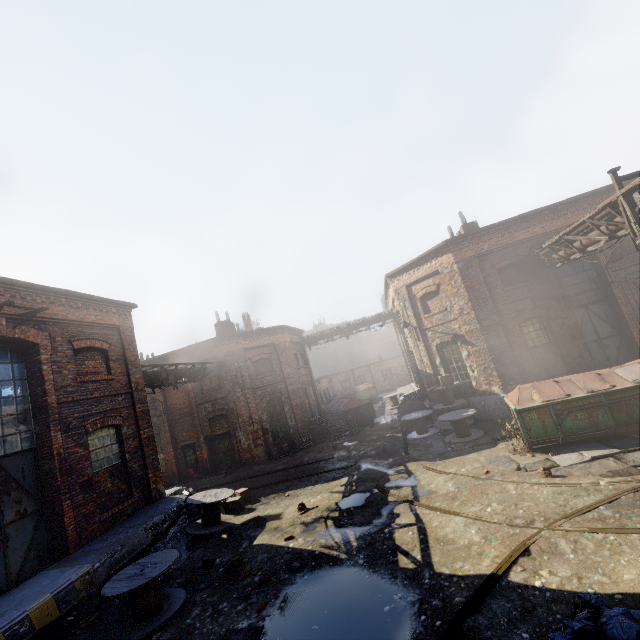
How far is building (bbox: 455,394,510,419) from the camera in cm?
1421

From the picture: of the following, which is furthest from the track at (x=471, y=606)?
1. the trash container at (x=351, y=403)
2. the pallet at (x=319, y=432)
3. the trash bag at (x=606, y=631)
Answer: the trash container at (x=351, y=403)

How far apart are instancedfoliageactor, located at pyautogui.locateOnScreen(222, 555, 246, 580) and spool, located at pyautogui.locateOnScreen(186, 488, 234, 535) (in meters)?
2.18

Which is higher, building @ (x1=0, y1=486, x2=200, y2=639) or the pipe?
the pipe

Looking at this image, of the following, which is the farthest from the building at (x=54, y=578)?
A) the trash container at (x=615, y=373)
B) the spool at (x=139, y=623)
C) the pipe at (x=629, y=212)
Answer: the pipe at (x=629, y=212)

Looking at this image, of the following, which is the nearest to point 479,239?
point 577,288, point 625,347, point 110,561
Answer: point 577,288

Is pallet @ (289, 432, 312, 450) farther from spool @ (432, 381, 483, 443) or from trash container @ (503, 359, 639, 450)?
trash container @ (503, 359, 639, 450)

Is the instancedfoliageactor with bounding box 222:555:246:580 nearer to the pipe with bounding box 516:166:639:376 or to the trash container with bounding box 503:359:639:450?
the trash container with bounding box 503:359:639:450
